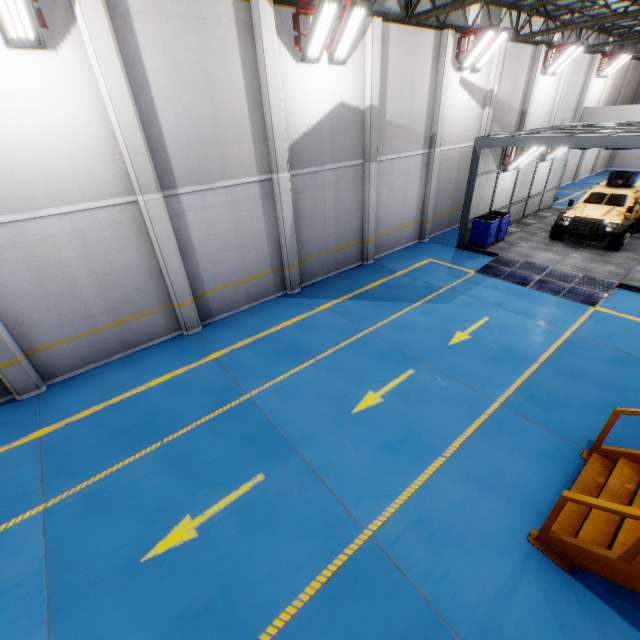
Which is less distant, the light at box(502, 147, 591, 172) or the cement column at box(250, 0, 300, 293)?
the cement column at box(250, 0, 300, 293)

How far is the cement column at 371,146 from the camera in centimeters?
1009cm

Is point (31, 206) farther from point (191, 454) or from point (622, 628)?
point (622, 628)

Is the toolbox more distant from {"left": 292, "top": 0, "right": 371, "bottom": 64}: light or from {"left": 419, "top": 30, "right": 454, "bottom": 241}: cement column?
{"left": 292, "top": 0, "right": 371, "bottom": 64}: light

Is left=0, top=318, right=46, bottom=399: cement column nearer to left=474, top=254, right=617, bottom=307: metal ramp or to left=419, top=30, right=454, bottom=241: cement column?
left=474, top=254, right=617, bottom=307: metal ramp

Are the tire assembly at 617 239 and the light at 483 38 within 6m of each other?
no

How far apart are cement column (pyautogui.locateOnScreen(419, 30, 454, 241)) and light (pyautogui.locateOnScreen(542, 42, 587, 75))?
8.63m

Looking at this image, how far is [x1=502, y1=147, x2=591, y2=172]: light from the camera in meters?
13.4
